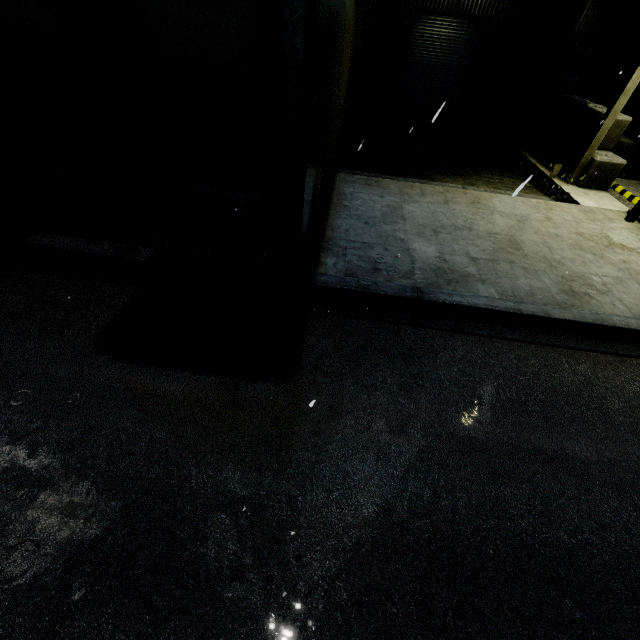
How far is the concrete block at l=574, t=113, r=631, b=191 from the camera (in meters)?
10.24

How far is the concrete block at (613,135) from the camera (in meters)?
10.24

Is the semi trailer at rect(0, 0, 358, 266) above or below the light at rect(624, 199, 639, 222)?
above

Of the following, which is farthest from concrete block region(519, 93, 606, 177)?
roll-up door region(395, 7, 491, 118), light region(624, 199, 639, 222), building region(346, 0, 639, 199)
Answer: light region(624, 199, 639, 222)

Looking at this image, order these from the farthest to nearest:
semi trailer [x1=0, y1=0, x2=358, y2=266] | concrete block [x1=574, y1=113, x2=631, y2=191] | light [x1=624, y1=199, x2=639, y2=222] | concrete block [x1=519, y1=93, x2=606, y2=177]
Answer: concrete block [x1=519, y1=93, x2=606, y2=177], concrete block [x1=574, y1=113, x2=631, y2=191], light [x1=624, y1=199, x2=639, y2=222], semi trailer [x1=0, y1=0, x2=358, y2=266]

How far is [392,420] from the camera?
3.9 meters

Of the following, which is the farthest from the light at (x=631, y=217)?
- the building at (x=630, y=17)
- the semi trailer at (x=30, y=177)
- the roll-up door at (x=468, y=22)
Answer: the roll-up door at (x=468, y=22)
